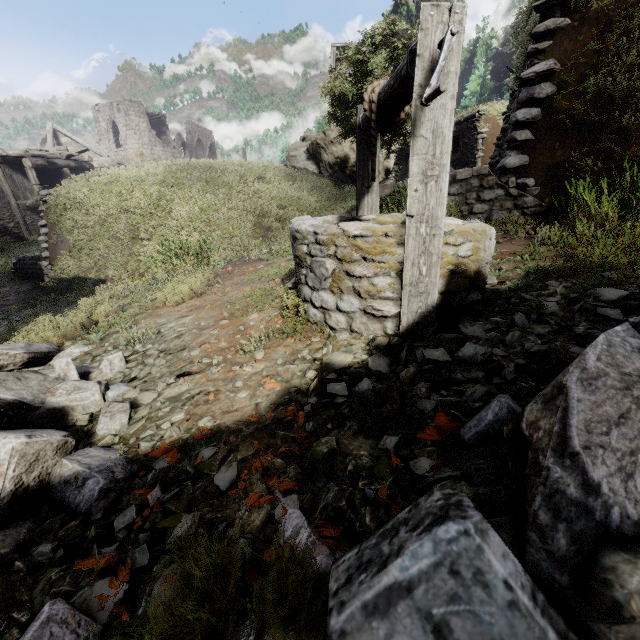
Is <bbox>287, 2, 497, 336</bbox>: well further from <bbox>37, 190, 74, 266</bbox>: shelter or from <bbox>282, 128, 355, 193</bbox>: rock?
<bbox>282, 128, 355, 193</bbox>: rock

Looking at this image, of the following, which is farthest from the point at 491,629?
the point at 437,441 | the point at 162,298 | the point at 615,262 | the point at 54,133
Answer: the point at 54,133

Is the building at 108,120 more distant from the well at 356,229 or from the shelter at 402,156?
the shelter at 402,156

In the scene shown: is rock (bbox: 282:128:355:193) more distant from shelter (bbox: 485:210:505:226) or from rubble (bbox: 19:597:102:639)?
rubble (bbox: 19:597:102:639)

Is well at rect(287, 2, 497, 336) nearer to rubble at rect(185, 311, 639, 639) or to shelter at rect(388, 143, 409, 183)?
rubble at rect(185, 311, 639, 639)

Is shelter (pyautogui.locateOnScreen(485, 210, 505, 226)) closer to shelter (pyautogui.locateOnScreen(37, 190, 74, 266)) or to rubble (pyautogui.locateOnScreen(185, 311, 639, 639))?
rubble (pyautogui.locateOnScreen(185, 311, 639, 639))

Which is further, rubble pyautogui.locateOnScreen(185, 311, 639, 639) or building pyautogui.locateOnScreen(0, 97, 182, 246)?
building pyautogui.locateOnScreen(0, 97, 182, 246)

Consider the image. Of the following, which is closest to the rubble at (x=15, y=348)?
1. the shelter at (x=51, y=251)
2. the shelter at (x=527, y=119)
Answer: the shelter at (x=527, y=119)
